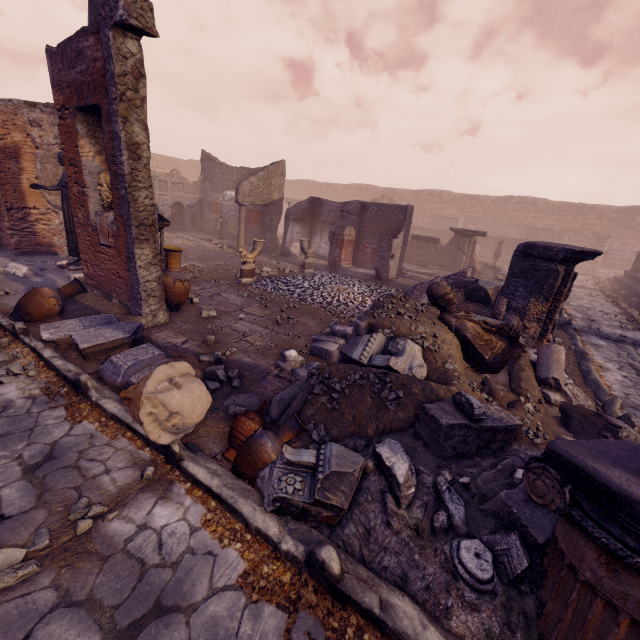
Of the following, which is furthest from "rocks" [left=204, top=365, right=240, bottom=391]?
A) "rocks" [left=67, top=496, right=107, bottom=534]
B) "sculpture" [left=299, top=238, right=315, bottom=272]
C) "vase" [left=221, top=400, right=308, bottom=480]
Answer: "sculpture" [left=299, top=238, right=315, bottom=272]

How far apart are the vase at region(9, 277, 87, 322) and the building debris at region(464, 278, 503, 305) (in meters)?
8.95

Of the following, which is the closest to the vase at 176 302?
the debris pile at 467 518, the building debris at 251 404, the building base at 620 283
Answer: the building debris at 251 404

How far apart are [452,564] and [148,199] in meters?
6.3

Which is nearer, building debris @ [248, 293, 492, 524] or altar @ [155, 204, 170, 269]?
building debris @ [248, 293, 492, 524]

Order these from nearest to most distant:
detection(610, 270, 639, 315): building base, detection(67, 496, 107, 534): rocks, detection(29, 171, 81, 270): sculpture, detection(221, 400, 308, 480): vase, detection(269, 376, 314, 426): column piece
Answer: detection(67, 496, 107, 534): rocks → detection(221, 400, 308, 480): vase → detection(269, 376, 314, 426): column piece → detection(29, 171, 81, 270): sculpture → detection(610, 270, 639, 315): building base

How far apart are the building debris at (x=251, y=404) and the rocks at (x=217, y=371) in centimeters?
20cm

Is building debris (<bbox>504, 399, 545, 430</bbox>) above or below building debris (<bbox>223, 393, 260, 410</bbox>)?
above
